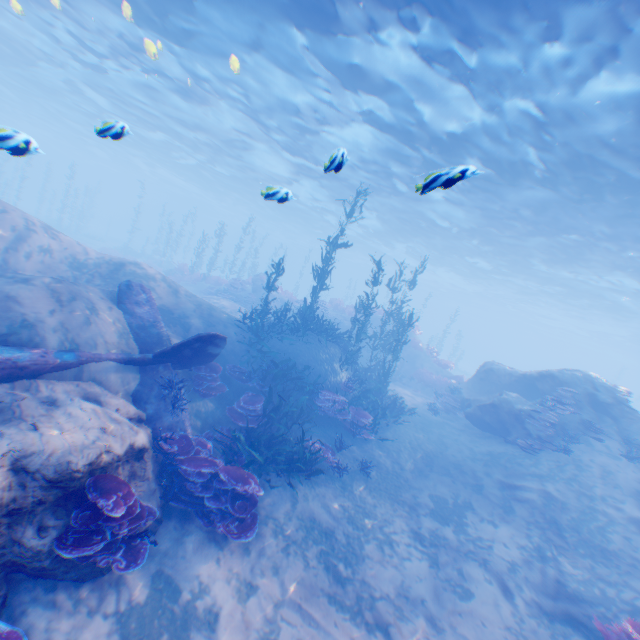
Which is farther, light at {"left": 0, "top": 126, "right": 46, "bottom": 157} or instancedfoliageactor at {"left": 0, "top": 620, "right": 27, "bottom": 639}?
light at {"left": 0, "top": 126, "right": 46, "bottom": 157}

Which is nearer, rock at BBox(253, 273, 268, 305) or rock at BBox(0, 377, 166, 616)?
rock at BBox(0, 377, 166, 616)

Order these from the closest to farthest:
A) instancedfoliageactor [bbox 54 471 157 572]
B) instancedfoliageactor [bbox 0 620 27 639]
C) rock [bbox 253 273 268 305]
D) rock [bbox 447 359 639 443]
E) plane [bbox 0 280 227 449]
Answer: instancedfoliageactor [bbox 0 620 27 639]
instancedfoliageactor [bbox 54 471 157 572]
plane [bbox 0 280 227 449]
rock [bbox 447 359 639 443]
rock [bbox 253 273 268 305]

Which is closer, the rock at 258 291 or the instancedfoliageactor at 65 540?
the instancedfoliageactor at 65 540

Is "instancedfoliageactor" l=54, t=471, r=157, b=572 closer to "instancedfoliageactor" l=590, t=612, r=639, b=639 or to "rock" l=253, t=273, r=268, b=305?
"instancedfoliageactor" l=590, t=612, r=639, b=639

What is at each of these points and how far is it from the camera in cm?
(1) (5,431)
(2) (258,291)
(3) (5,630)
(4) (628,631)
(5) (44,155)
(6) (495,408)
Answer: (1) rock, 449
(2) rock, 2458
(3) instancedfoliageactor, 403
(4) instancedfoliageactor, 625
(5) light, 478
(6) rock, 1359

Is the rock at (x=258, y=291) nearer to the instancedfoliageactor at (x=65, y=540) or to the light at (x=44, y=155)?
the light at (x=44, y=155)

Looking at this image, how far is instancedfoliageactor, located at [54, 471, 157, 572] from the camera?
4.51m
